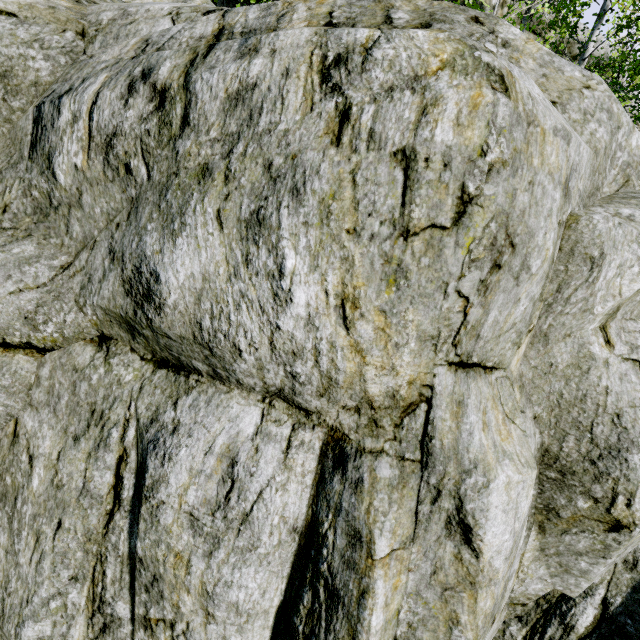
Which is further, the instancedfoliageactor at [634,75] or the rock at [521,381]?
the instancedfoliageactor at [634,75]

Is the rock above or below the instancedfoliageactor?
below

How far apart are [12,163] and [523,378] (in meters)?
6.25

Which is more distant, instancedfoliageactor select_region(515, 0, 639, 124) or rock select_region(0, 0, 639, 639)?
instancedfoliageactor select_region(515, 0, 639, 124)

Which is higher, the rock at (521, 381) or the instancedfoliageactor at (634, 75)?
the instancedfoliageactor at (634, 75)
